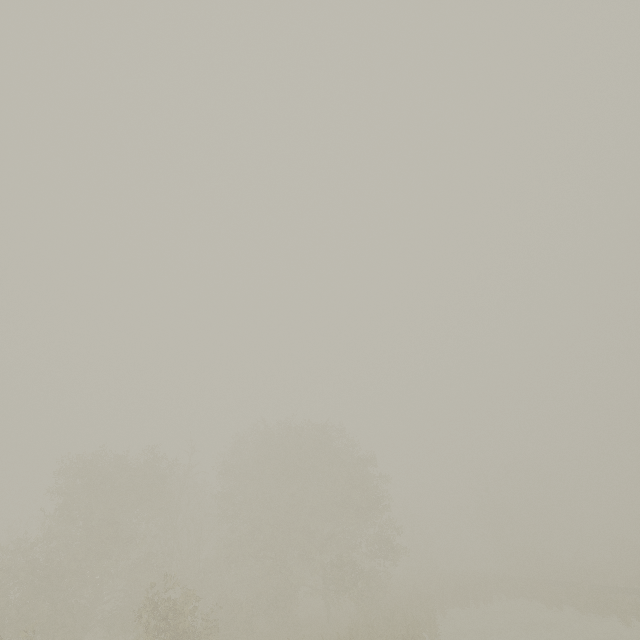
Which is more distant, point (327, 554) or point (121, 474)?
point (327, 554)
